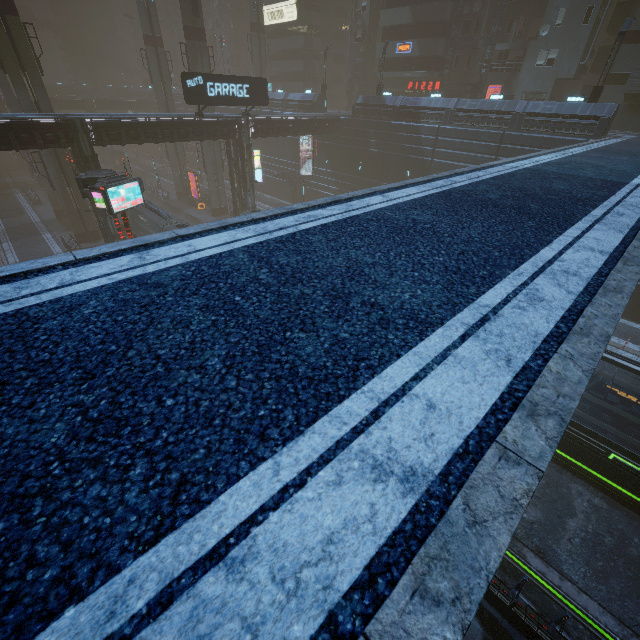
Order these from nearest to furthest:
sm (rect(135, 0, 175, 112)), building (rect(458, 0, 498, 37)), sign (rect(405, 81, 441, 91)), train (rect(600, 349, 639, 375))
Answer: train (rect(600, 349, 639, 375))
building (rect(458, 0, 498, 37))
sm (rect(135, 0, 175, 112))
sign (rect(405, 81, 441, 91))

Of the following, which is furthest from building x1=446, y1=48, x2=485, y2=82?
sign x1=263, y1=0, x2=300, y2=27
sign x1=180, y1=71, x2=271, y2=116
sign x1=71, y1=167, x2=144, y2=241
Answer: sign x1=71, y1=167, x2=144, y2=241

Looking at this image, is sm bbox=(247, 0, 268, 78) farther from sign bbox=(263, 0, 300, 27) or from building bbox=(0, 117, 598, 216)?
sign bbox=(263, 0, 300, 27)

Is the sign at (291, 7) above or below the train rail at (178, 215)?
above

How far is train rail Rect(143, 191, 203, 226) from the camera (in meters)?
42.73

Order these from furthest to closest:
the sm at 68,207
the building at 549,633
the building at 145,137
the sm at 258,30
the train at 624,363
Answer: the sm at 258,30 < the sm at 68,207 < the building at 145,137 < the train at 624,363 < the building at 549,633

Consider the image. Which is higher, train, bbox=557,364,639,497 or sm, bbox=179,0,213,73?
sm, bbox=179,0,213,73

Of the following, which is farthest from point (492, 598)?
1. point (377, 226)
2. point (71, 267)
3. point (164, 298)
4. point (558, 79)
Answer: point (558, 79)
